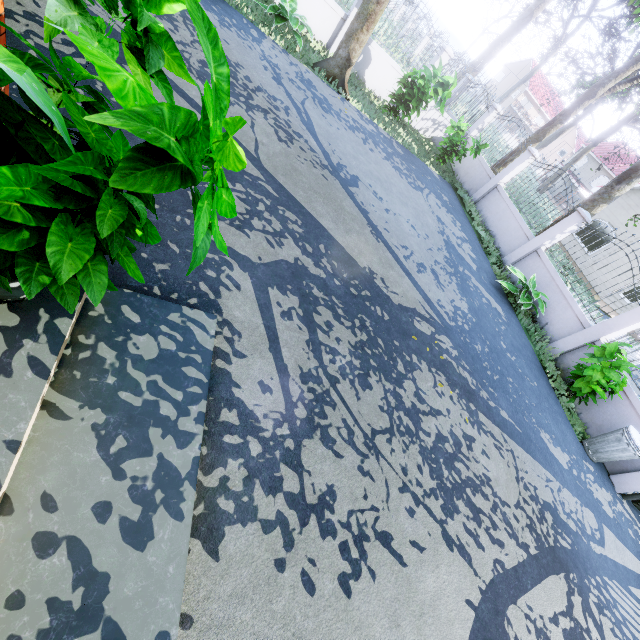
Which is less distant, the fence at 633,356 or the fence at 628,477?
the fence at 628,477

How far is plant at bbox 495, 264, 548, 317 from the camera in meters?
8.8 m

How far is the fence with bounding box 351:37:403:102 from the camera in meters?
11.0 m

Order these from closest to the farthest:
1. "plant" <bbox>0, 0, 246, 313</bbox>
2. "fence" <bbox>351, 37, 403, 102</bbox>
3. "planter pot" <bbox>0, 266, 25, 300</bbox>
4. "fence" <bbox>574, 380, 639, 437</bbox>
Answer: "plant" <bbox>0, 0, 246, 313</bbox>
"planter pot" <bbox>0, 266, 25, 300</bbox>
"fence" <bbox>574, 380, 639, 437</bbox>
"fence" <bbox>351, 37, 403, 102</bbox>

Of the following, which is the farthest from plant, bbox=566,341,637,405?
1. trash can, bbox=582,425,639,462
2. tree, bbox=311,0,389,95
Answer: tree, bbox=311,0,389,95

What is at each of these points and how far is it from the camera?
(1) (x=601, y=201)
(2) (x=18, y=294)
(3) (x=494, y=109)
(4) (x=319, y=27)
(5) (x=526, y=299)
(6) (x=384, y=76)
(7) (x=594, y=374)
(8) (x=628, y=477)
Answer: (1) tree, 9.8m
(2) planter pot, 1.9m
(3) fence, 12.8m
(4) fence, 10.4m
(5) plant, 8.8m
(6) fence, 11.6m
(7) plant, 6.8m
(8) fence, 6.9m

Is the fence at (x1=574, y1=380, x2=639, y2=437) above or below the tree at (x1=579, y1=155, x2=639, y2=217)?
below

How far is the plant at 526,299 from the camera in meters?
8.8
